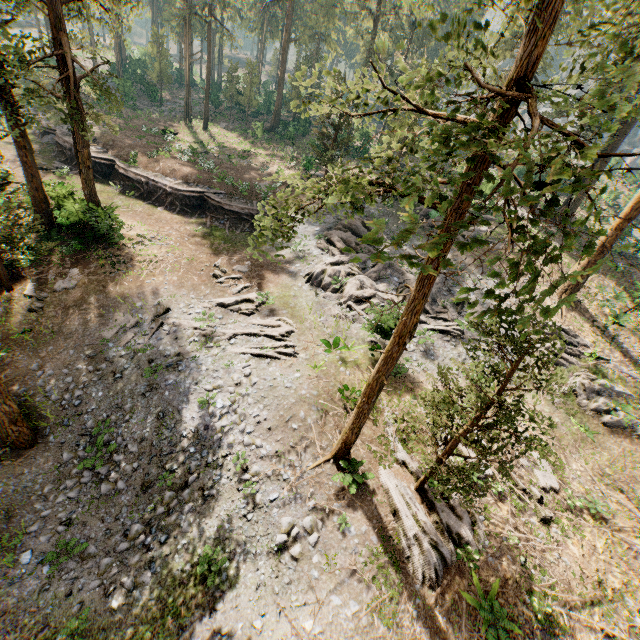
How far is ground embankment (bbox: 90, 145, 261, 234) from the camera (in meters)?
27.42

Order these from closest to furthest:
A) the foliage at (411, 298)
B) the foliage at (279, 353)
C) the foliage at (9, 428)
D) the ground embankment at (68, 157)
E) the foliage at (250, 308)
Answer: the foliage at (411, 298)
the foliage at (9, 428)
the foliage at (279, 353)
the foliage at (250, 308)
the ground embankment at (68, 157)

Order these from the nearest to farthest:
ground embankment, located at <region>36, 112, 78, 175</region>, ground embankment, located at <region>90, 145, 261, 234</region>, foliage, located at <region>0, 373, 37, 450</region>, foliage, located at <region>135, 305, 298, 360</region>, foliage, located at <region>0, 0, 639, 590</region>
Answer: foliage, located at <region>0, 0, 639, 590</region>, foliage, located at <region>0, 373, 37, 450</region>, foliage, located at <region>135, 305, 298, 360</region>, ground embankment, located at <region>90, 145, 261, 234</region>, ground embankment, located at <region>36, 112, 78, 175</region>

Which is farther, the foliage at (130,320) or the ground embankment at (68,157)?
the ground embankment at (68,157)

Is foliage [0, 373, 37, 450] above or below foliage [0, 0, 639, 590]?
below

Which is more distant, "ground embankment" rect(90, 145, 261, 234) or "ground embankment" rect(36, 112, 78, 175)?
"ground embankment" rect(36, 112, 78, 175)

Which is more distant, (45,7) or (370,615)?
(45,7)

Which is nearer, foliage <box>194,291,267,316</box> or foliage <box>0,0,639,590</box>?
foliage <box>0,0,639,590</box>
